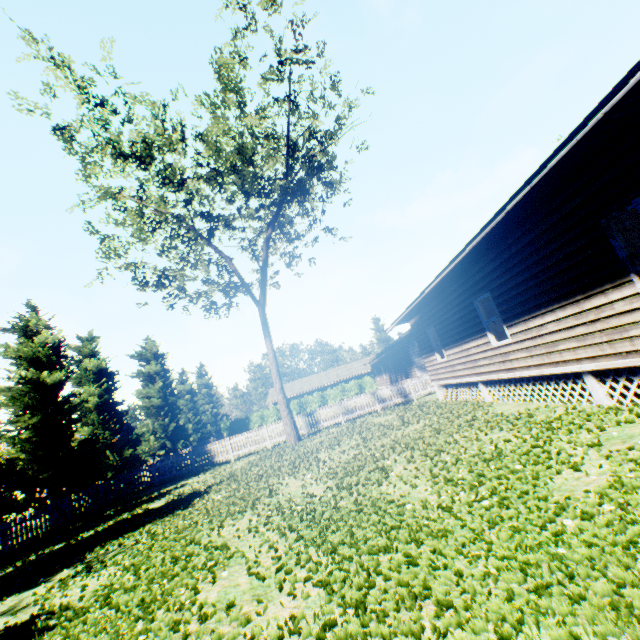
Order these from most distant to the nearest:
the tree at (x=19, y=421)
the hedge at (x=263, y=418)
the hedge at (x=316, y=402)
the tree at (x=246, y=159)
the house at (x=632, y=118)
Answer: the hedge at (x=316, y=402) → the hedge at (x=263, y=418) → the tree at (x=19, y=421) → the tree at (x=246, y=159) → the house at (x=632, y=118)

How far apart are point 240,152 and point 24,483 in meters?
20.1

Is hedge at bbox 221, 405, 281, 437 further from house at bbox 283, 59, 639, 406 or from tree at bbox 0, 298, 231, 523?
house at bbox 283, 59, 639, 406

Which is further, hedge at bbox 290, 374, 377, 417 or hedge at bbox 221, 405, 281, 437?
hedge at bbox 290, 374, 377, 417

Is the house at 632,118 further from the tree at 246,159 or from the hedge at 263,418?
the hedge at 263,418

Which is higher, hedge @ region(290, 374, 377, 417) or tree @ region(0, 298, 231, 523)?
tree @ region(0, 298, 231, 523)

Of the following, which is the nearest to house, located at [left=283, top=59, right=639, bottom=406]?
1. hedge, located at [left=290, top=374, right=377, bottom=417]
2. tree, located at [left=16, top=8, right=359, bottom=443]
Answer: tree, located at [left=16, top=8, right=359, bottom=443]
